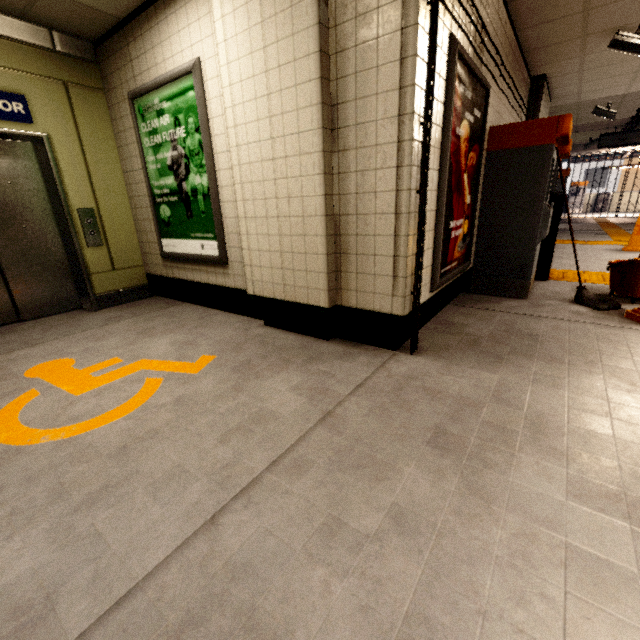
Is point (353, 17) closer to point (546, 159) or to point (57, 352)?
point (546, 159)

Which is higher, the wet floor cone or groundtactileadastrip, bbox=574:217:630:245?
the wet floor cone

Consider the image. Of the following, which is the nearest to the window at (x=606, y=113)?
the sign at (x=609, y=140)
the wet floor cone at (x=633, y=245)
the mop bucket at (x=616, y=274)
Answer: the wet floor cone at (x=633, y=245)

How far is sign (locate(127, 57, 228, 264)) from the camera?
3.0m

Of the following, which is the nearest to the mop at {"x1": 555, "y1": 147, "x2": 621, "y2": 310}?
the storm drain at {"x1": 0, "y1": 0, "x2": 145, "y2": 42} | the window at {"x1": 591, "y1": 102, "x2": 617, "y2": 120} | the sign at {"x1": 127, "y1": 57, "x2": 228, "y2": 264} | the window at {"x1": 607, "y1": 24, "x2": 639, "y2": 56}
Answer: the storm drain at {"x1": 0, "y1": 0, "x2": 145, "y2": 42}

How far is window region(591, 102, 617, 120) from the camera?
7.0m

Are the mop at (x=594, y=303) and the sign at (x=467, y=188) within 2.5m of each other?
yes

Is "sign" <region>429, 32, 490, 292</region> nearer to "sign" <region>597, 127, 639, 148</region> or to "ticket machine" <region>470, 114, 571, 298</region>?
"ticket machine" <region>470, 114, 571, 298</region>
